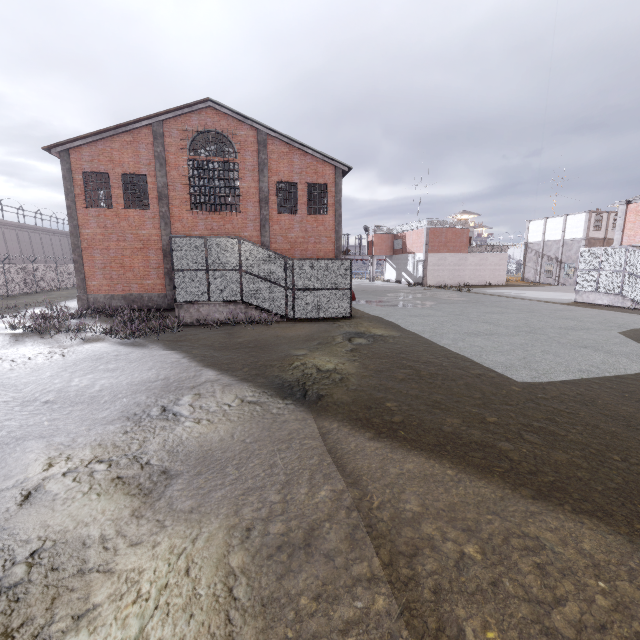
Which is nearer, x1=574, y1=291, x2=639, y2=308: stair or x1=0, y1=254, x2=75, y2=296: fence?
x1=574, y1=291, x2=639, y2=308: stair

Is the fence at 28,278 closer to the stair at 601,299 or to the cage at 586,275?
the cage at 586,275

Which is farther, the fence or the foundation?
the fence

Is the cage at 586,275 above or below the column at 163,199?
below

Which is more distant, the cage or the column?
the cage

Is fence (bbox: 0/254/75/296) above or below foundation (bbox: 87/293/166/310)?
above

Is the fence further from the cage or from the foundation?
the foundation

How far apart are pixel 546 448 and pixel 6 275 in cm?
3933
